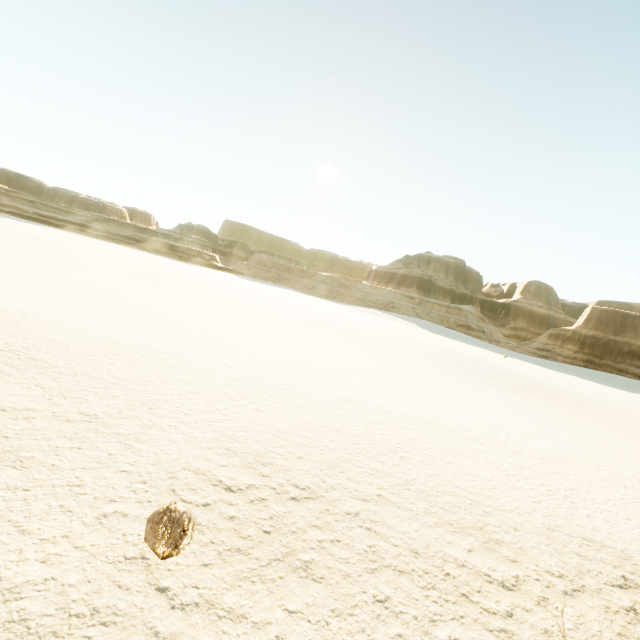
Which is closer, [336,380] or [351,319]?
[336,380]
